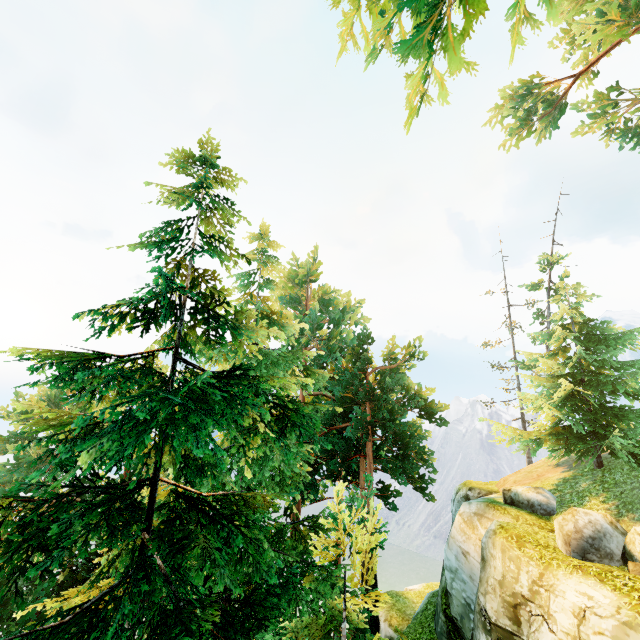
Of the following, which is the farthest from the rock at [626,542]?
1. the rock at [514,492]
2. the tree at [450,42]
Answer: the tree at [450,42]

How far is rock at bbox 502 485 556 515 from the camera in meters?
13.6

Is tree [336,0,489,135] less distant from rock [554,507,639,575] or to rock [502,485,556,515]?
rock [502,485,556,515]

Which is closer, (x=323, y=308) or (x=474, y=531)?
(x=474, y=531)

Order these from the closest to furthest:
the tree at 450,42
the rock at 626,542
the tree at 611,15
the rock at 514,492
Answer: the tree at 450,42 < the rock at 626,542 < the rock at 514,492 < the tree at 611,15

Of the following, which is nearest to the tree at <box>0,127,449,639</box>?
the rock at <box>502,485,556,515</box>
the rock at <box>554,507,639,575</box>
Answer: the rock at <box>502,485,556,515</box>
